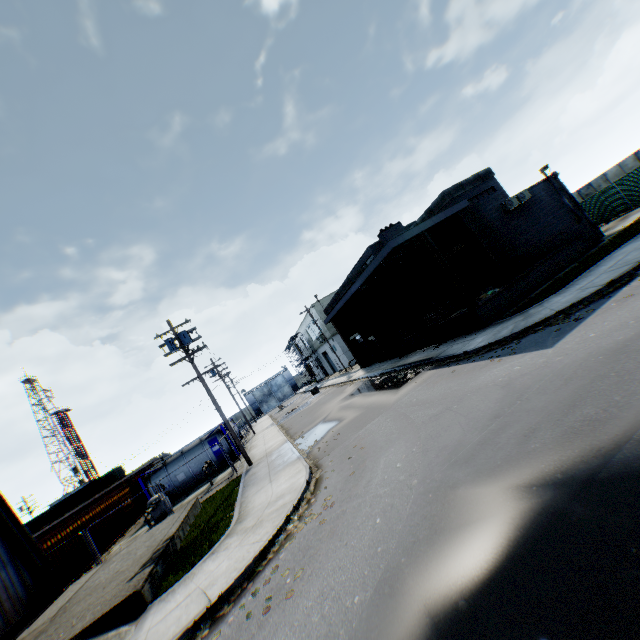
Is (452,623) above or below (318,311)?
below

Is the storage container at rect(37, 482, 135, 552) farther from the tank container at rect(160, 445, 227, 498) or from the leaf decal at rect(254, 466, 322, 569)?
the leaf decal at rect(254, 466, 322, 569)

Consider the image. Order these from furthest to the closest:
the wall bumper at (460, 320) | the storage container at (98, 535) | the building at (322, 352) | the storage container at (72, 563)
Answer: the building at (322, 352) → the storage container at (98, 535) → the storage container at (72, 563) → the wall bumper at (460, 320)

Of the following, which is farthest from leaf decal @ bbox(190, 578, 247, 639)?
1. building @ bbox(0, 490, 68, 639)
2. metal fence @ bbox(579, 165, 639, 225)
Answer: metal fence @ bbox(579, 165, 639, 225)

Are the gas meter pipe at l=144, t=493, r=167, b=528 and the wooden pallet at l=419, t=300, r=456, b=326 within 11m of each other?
no

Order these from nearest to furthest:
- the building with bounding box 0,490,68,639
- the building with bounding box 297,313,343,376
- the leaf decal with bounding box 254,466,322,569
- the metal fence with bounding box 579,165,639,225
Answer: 1. the leaf decal with bounding box 254,466,322,569
2. the building with bounding box 0,490,68,639
3. the metal fence with bounding box 579,165,639,225
4. the building with bounding box 297,313,343,376

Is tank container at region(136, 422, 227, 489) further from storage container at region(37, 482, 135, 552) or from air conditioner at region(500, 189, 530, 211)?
air conditioner at region(500, 189, 530, 211)

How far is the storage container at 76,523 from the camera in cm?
1683
